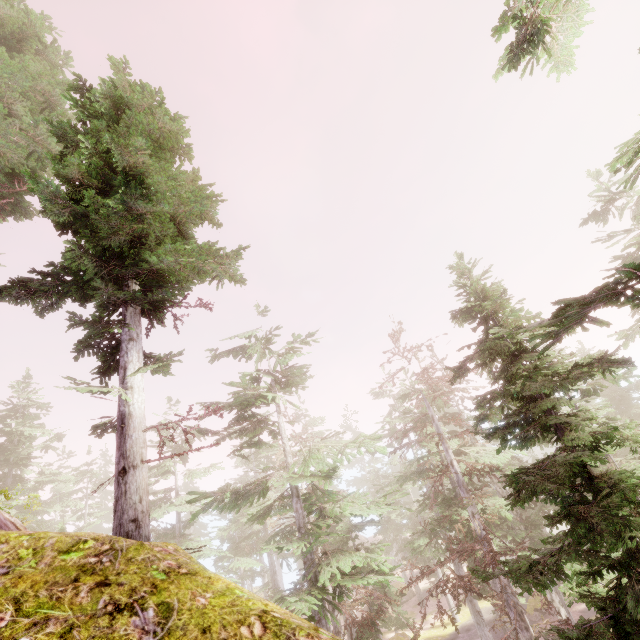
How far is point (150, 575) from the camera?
2.0 meters

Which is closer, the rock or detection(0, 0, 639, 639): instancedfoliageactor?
the rock

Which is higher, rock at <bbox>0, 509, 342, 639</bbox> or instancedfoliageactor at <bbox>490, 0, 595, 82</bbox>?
instancedfoliageactor at <bbox>490, 0, 595, 82</bbox>

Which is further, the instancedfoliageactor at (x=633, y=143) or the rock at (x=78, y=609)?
the instancedfoliageactor at (x=633, y=143)

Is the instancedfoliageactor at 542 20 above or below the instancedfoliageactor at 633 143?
above

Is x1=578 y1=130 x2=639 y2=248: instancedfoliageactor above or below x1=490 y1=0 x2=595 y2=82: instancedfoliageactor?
below
